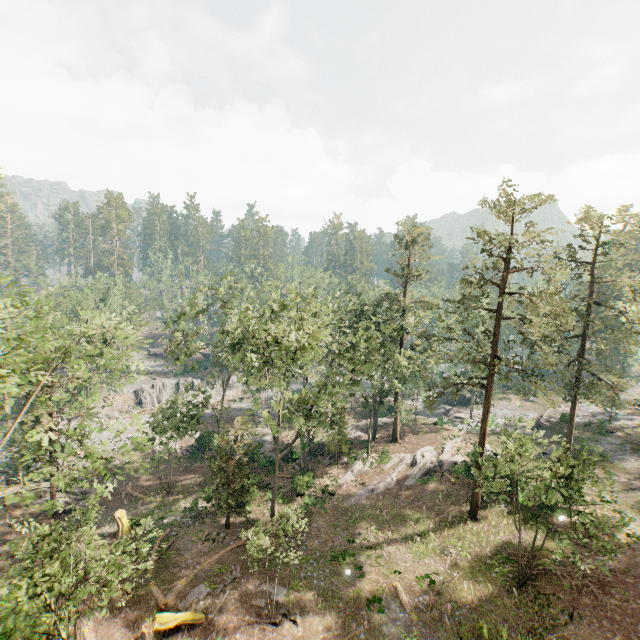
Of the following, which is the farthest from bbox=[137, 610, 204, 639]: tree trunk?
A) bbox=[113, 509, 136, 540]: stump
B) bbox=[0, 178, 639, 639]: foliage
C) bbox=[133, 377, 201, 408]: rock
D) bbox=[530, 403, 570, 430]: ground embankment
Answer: bbox=[530, 403, 570, 430]: ground embankment

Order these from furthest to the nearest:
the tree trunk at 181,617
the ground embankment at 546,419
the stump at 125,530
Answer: the ground embankment at 546,419 → the stump at 125,530 → the tree trunk at 181,617

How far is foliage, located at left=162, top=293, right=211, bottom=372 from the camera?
25.3 meters

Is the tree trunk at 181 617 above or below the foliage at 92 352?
below

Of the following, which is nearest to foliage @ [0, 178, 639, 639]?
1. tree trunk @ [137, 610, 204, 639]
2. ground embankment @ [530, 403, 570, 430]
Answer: ground embankment @ [530, 403, 570, 430]

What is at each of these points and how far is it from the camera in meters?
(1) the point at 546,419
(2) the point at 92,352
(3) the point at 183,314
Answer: (1) ground embankment, 42.0
(2) foliage, 16.6
(3) foliage, 26.7
